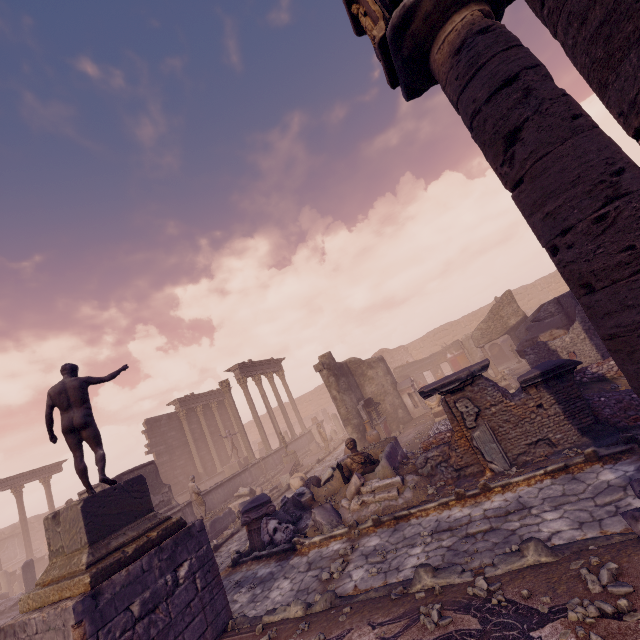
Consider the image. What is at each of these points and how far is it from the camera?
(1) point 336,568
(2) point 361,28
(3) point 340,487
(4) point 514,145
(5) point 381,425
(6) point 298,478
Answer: (1) rocks, 6.4 meters
(2) relief sculpture, 4.8 meters
(3) building debris, 9.3 meters
(4) column, 3.4 meters
(5) altar, 16.1 meters
(6) sculpture, 12.9 meters

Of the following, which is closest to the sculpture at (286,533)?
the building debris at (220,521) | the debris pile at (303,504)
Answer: the debris pile at (303,504)

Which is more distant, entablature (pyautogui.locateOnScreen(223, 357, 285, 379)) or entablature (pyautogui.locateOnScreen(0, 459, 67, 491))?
entablature (pyautogui.locateOnScreen(0, 459, 67, 491))

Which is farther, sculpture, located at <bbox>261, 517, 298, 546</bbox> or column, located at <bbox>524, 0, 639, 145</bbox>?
sculpture, located at <bbox>261, 517, 298, 546</bbox>

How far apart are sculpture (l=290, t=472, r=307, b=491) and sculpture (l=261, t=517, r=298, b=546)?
3.5m

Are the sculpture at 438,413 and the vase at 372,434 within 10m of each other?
yes

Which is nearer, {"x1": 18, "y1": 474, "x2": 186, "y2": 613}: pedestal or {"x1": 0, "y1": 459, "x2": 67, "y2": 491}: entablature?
{"x1": 18, "y1": 474, "x2": 186, "y2": 613}: pedestal

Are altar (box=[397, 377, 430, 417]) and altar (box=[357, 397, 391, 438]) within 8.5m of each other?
yes
